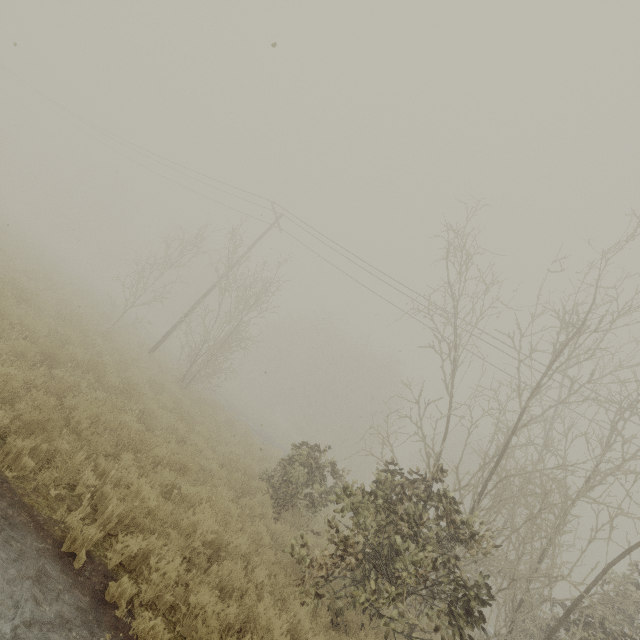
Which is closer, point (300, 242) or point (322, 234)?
point (322, 234)
